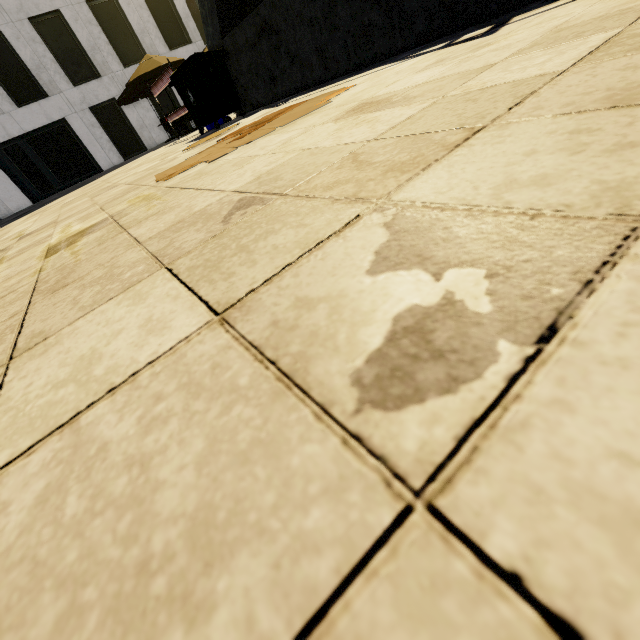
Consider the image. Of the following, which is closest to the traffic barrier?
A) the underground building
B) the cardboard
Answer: the underground building

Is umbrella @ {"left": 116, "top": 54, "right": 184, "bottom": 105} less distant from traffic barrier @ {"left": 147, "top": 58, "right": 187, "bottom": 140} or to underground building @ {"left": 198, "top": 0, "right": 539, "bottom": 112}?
traffic barrier @ {"left": 147, "top": 58, "right": 187, "bottom": 140}

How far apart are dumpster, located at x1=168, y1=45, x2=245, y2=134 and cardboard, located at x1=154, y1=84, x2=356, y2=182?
3.2 meters

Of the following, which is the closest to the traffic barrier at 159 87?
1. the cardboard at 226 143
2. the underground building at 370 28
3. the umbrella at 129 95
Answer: the underground building at 370 28

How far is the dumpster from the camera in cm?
585

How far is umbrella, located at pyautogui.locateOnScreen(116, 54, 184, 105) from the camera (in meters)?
12.44

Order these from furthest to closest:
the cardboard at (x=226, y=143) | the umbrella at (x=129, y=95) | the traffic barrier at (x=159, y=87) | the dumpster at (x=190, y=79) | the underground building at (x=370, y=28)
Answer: the umbrella at (x=129, y=95), the traffic barrier at (x=159, y=87), the dumpster at (x=190, y=79), the underground building at (x=370, y=28), the cardboard at (x=226, y=143)

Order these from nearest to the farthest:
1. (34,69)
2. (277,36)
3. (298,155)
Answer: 1. (298,155)
2. (277,36)
3. (34,69)
